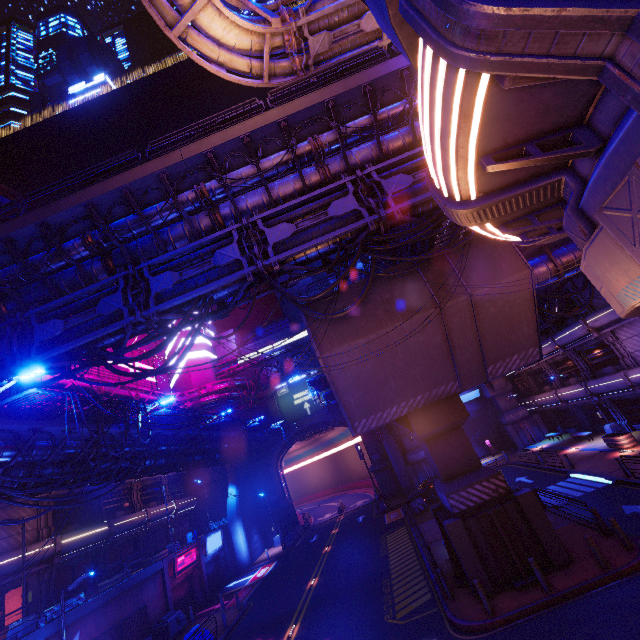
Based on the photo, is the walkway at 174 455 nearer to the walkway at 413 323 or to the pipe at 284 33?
the pipe at 284 33

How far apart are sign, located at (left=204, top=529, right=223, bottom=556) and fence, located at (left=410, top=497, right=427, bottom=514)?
19.7 meters

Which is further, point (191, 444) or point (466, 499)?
point (191, 444)

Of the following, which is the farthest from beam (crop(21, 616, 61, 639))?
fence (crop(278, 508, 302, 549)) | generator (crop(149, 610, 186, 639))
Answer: fence (crop(278, 508, 302, 549))

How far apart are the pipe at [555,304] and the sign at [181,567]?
35.53m

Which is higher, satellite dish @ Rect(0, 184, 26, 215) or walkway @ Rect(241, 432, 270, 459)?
satellite dish @ Rect(0, 184, 26, 215)

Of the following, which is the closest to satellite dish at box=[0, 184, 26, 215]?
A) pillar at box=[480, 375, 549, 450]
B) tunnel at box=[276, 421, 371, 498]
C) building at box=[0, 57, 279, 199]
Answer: building at box=[0, 57, 279, 199]

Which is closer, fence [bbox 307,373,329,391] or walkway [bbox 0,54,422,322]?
walkway [bbox 0,54,422,322]
